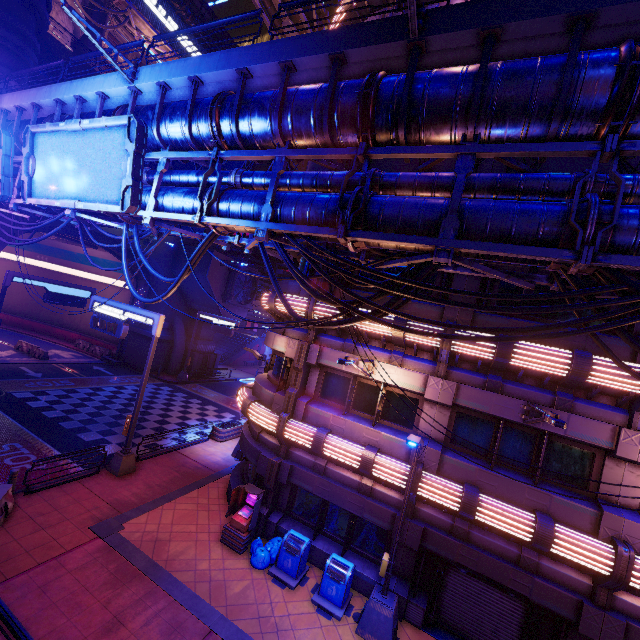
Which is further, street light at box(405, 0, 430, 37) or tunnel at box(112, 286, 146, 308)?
tunnel at box(112, 286, 146, 308)

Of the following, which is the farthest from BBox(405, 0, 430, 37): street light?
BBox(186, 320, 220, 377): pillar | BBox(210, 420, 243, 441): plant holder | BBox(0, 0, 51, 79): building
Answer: BBox(186, 320, 220, 377): pillar

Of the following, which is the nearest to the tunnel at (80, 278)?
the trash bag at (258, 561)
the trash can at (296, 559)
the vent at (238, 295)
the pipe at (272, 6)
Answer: the vent at (238, 295)

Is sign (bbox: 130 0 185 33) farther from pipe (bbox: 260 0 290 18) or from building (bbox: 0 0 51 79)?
pipe (bbox: 260 0 290 18)

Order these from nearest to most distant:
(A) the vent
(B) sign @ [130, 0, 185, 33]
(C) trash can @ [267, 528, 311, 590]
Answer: (C) trash can @ [267, 528, 311, 590], (A) the vent, (B) sign @ [130, 0, 185, 33]

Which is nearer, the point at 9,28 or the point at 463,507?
the point at 463,507

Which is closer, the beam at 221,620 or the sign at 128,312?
the beam at 221,620

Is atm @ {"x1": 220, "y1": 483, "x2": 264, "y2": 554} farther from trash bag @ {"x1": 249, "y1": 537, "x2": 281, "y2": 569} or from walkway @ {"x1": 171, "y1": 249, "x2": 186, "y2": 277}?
walkway @ {"x1": 171, "y1": 249, "x2": 186, "y2": 277}
